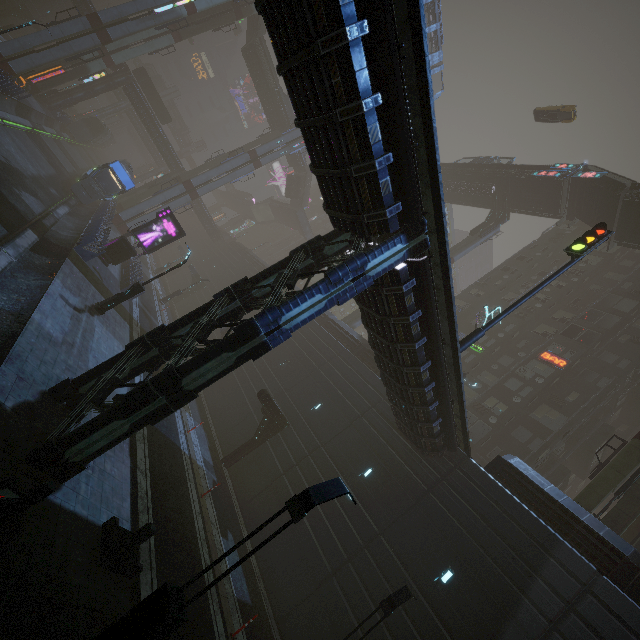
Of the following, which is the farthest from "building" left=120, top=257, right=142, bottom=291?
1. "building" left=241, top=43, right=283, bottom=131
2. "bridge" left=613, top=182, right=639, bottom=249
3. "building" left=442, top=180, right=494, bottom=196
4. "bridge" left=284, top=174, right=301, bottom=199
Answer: "building" left=241, top=43, right=283, bottom=131

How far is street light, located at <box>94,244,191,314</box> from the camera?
16.55m

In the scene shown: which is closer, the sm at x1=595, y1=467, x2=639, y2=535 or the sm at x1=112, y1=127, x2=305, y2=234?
the sm at x1=595, y1=467, x2=639, y2=535

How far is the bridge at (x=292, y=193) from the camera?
57.5m

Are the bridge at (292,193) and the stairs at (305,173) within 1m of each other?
yes

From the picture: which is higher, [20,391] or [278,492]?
[278,492]

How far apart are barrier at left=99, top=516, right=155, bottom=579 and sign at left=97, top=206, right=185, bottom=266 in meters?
20.1 m

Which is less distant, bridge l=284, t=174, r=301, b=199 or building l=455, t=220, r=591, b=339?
building l=455, t=220, r=591, b=339
